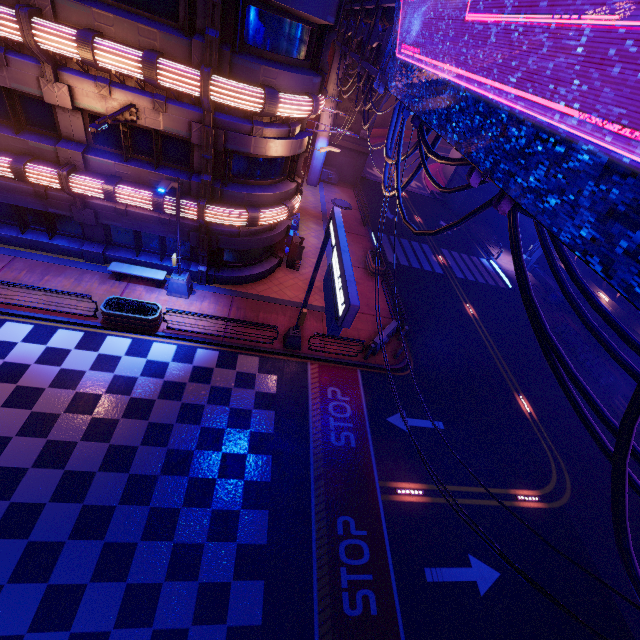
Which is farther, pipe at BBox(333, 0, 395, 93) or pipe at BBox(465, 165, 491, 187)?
pipe at BBox(333, 0, 395, 93)

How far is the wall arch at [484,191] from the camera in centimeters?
3606cm

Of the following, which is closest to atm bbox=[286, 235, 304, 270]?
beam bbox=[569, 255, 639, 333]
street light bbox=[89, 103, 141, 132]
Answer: street light bbox=[89, 103, 141, 132]

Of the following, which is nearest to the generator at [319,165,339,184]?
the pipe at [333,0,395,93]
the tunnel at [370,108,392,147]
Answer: the tunnel at [370,108,392,147]

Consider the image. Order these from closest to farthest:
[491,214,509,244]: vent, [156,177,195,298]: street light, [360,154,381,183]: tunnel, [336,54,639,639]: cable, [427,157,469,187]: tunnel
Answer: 1. [336,54,639,639]: cable
2. [156,177,195,298]: street light
3. [491,214,509,244]: vent
4. [360,154,381,183]: tunnel
5. [427,157,469,187]: tunnel

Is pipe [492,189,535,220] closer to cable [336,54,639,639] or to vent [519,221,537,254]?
cable [336,54,639,639]

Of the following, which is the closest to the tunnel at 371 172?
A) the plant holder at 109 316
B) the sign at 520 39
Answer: the sign at 520 39

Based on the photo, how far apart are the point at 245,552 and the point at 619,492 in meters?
9.9
